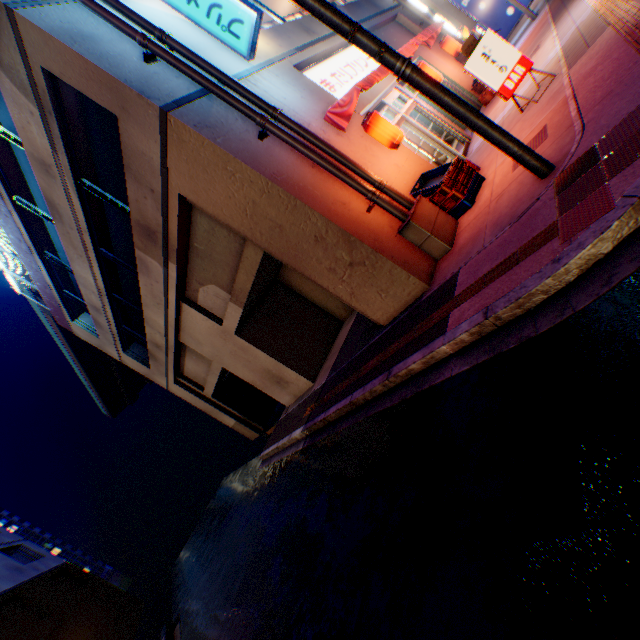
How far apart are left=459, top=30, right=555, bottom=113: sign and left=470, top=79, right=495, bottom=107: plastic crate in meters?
5.9

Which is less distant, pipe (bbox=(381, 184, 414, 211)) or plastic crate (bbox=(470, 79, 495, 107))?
pipe (bbox=(381, 184, 414, 211))

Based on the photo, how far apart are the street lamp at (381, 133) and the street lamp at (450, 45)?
9.9m

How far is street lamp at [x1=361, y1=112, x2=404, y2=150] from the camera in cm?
705

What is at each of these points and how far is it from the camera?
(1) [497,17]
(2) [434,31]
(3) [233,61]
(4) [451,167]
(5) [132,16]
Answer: (1) billboard, 19.02m
(2) awning, 11.91m
(3) building, 7.34m
(4) plastic crate, 6.64m
(5) pipe, 6.12m

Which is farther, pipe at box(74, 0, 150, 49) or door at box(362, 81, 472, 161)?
door at box(362, 81, 472, 161)

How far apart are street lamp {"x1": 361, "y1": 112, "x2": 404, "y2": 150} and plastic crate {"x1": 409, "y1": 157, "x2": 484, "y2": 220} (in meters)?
0.80

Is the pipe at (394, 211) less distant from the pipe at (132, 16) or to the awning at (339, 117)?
the pipe at (132, 16)
